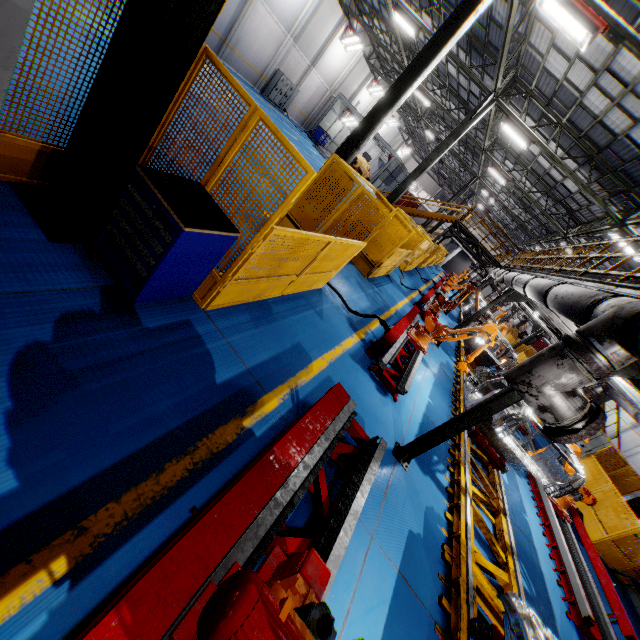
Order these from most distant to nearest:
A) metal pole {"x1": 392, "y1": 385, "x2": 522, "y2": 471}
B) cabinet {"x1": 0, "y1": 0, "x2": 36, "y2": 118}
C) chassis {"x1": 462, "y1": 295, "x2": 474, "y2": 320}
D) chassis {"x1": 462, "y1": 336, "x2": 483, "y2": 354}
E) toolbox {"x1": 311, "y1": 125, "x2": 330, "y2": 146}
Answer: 1. toolbox {"x1": 311, "y1": 125, "x2": 330, "y2": 146}
2. chassis {"x1": 462, "y1": 295, "x2": 474, "y2": 320}
3. chassis {"x1": 462, "y1": 336, "x2": 483, "y2": 354}
4. metal pole {"x1": 392, "y1": 385, "x2": 522, "y2": 471}
5. cabinet {"x1": 0, "y1": 0, "x2": 36, "y2": 118}

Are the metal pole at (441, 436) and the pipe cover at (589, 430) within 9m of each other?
yes

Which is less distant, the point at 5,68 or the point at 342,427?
the point at 5,68

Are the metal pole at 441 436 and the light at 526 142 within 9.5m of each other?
no

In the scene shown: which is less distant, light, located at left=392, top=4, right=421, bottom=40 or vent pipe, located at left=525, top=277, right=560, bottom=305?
vent pipe, located at left=525, top=277, right=560, bottom=305

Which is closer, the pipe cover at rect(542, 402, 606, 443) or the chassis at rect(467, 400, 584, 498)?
the pipe cover at rect(542, 402, 606, 443)

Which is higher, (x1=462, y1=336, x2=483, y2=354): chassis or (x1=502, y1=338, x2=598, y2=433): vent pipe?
(x1=502, y1=338, x2=598, y2=433): vent pipe

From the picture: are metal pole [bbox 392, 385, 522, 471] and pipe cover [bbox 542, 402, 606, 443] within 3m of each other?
yes
